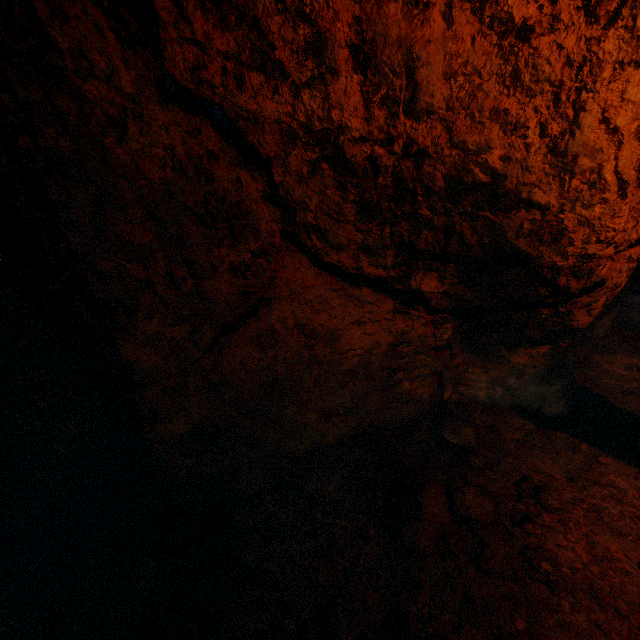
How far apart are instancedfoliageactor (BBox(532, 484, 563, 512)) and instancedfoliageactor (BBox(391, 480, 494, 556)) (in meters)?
0.35

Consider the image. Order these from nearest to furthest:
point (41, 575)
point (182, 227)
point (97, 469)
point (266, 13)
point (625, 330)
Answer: point (266, 13) → point (182, 227) → point (41, 575) → point (97, 469) → point (625, 330)

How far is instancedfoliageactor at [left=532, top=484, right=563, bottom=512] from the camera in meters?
2.2

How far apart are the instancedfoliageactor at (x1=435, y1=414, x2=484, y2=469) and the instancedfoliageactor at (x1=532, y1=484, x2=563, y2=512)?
0.34m

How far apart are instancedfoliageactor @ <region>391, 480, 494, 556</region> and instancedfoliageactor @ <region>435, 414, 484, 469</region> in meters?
0.3

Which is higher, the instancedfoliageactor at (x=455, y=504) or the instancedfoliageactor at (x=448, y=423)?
the instancedfoliageactor at (x=455, y=504)

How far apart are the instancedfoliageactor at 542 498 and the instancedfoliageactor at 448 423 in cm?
34

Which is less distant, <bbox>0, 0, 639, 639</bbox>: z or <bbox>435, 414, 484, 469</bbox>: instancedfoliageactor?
<bbox>0, 0, 639, 639</bbox>: z
